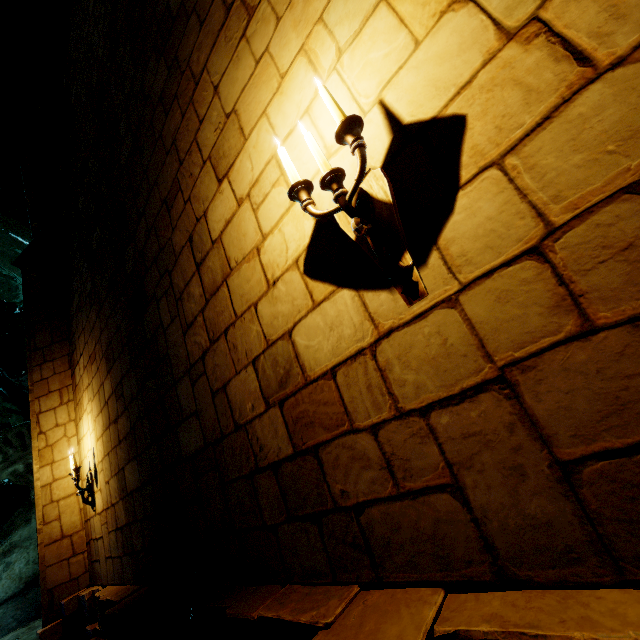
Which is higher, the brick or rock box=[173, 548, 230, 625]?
rock box=[173, 548, 230, 625]

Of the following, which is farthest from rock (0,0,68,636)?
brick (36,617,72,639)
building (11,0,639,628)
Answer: brick (36,617,72,639)

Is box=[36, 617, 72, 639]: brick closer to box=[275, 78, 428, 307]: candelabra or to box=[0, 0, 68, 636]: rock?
box=[0, 0, 68, 636]: rock

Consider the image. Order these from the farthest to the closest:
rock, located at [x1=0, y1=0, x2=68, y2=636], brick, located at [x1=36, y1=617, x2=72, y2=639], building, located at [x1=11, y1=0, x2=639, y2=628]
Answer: rock, located at [x1=0, y1=0, x2=68, y2=636], brick, located at [x1=36, y1=617, x2=72, y2=639], building, located at [x1=11, y1=0, x2=639, y2=628]

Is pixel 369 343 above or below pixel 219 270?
below

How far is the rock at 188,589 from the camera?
2.40m

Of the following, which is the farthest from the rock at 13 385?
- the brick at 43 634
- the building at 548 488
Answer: the brick at 43 634
